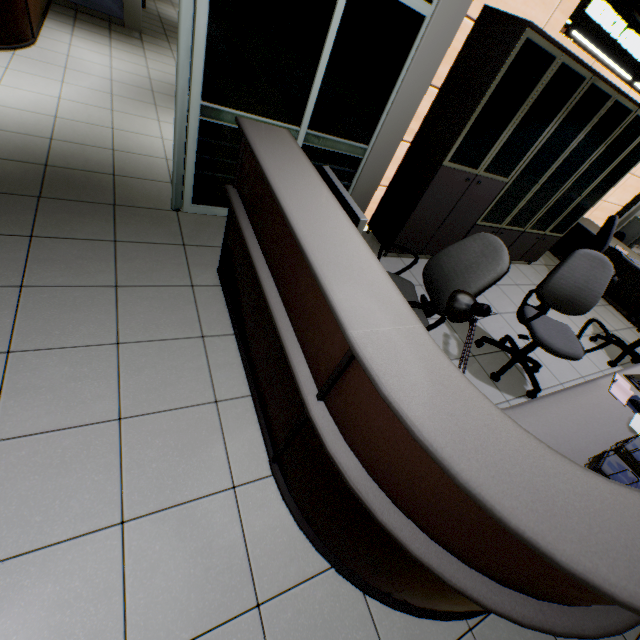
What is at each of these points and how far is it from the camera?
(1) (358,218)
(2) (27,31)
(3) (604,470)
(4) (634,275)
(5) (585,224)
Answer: (1) monitor, 1.57m
(2) desk, 4.11m
(3) paper stack, 1.48m
(4) desk, 5.38m
(5) desk, 5.49m

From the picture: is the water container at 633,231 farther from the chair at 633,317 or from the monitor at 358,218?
the monitor at 358,218

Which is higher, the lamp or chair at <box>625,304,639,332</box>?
the lamp

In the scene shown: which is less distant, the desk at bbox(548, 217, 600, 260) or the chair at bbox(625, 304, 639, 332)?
the chair at bbox(625, 304, 639, 332)

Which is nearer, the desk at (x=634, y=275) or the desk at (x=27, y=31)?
the desk at (x=27, y=31)

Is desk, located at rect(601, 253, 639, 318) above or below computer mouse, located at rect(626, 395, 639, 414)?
below

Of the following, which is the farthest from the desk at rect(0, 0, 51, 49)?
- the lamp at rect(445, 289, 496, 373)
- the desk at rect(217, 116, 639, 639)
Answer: the lamp at rect(445, 289, 496, 373)

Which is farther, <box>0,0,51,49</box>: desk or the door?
<box>0,0,51,49</box>: desk
